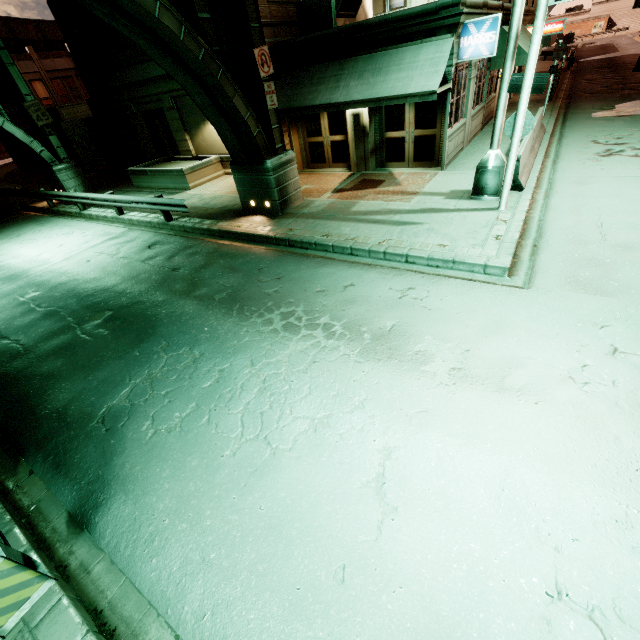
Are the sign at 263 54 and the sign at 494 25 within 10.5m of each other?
yes

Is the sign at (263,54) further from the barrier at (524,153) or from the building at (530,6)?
the barrier at (524,153)

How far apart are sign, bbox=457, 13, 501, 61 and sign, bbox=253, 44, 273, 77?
6.00m

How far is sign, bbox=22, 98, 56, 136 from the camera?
16.8 meters

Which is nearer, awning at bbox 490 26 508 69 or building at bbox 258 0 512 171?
building at bbox 258 0 512 171

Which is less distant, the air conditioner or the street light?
the street light

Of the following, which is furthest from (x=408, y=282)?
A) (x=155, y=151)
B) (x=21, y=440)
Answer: (x=155, y=151)

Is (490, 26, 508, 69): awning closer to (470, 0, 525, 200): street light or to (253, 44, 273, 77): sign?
(470, 0, 525, 200): street light
